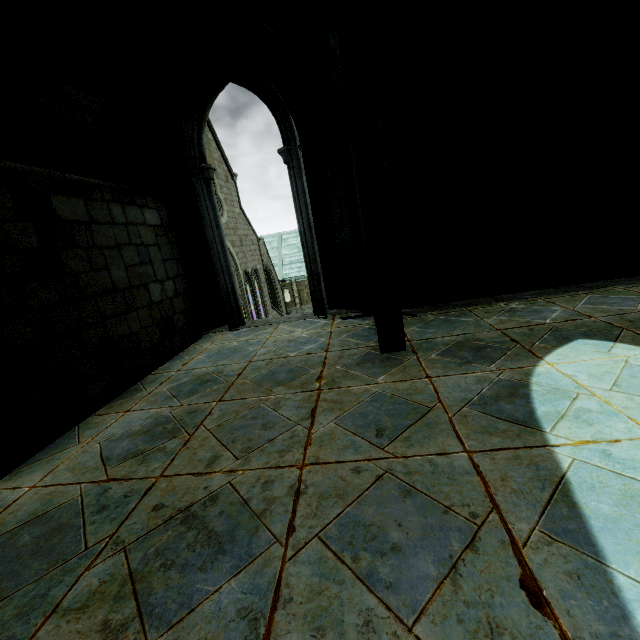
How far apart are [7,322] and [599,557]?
4.9m
